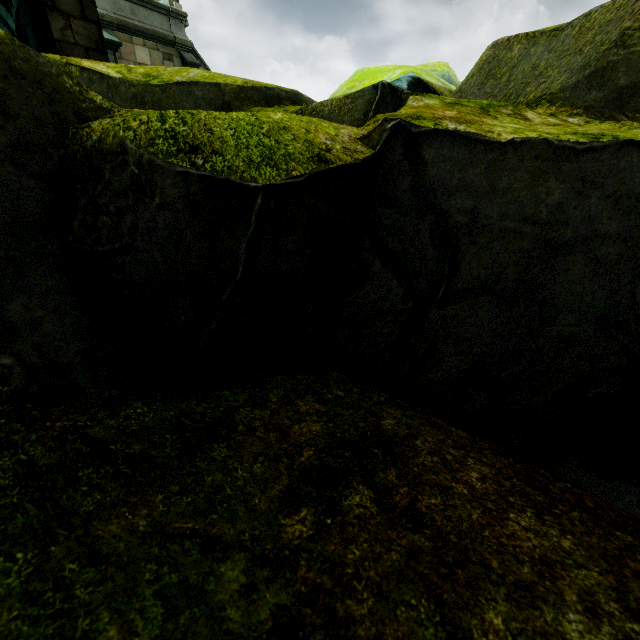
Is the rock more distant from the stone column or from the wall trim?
the wall trim

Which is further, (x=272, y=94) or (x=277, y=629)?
(x=272, y=94)

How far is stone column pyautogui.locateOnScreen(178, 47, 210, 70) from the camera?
14.6 meters

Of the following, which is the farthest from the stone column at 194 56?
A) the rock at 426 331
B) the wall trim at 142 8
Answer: the rock at 426 331

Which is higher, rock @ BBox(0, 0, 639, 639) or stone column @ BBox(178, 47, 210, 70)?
stone column @ BBox(178, 47, 210, 70)

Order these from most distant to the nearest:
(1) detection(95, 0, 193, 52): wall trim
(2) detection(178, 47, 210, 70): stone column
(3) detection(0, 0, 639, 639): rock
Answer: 1. (2) detection(178, 47, 210, 70): stone column
2. (1) detection(95, 0, 193, 52): wall trim
3. (3) detection(0, 0, 639, 639): rock

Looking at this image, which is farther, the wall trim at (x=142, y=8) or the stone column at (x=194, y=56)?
the stone column at (x=194, y=56)

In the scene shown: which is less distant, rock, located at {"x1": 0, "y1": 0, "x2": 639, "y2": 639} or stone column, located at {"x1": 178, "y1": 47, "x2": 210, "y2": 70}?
rock, located at {"x1": 0, "y1": 0, "x2": 639, "y2": 639}
